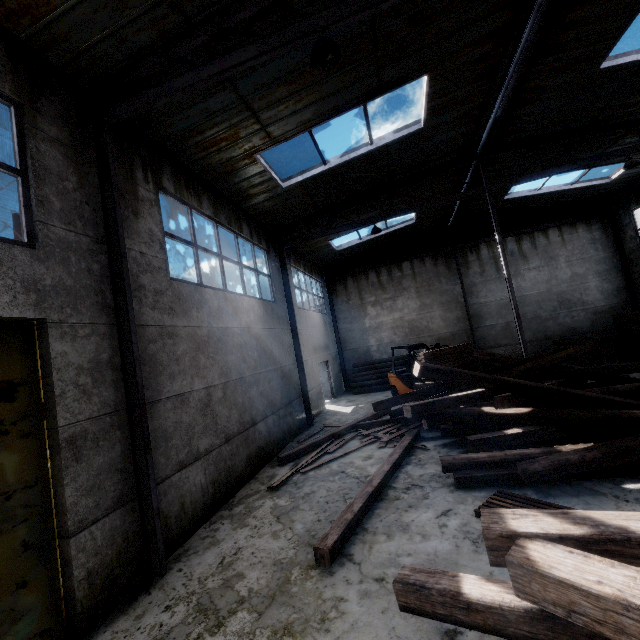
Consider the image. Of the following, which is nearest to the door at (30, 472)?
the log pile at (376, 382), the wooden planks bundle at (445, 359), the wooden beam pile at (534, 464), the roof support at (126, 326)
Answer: the roof support at (126, 326)

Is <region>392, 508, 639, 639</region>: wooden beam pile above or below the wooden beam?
above

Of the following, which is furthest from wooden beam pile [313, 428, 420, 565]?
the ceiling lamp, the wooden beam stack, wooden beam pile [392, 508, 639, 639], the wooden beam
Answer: the wooden beam stack

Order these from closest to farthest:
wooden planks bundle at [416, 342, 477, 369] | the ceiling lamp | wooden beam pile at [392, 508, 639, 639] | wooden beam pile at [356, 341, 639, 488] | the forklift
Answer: wooden beam pile at [392, 508, 639, 639]
the ceiling lamp
wooden beam pile at [356, 341, 639, 488]
wooden planks bundle at [416, 342, 477, 369]
the forklift

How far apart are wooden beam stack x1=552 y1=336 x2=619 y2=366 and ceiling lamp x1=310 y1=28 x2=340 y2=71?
15.8m

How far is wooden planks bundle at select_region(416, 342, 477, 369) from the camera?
11.98m

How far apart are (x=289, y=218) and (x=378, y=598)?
11.35m

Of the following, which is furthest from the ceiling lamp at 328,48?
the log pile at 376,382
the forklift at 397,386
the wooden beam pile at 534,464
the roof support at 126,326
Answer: the log pile at 376,382
